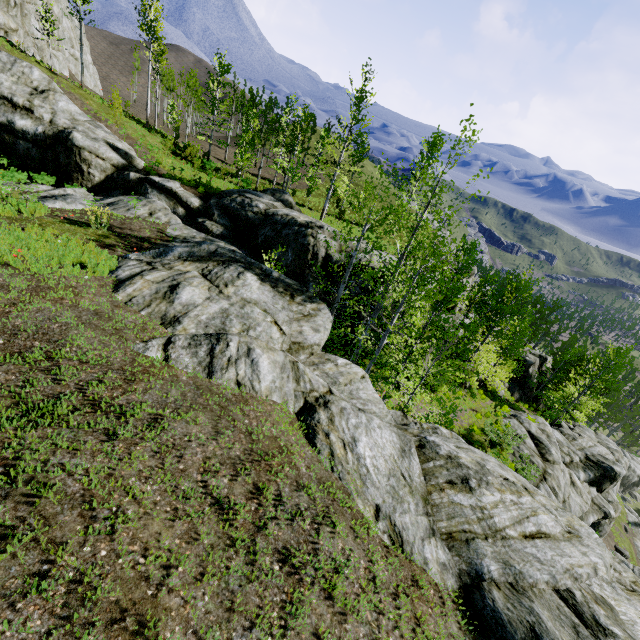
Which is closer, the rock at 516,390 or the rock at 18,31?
the rock at 18,31

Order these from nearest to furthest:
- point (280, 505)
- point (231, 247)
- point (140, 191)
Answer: point (280, 505) < point (231, 247) < point (140, 191)

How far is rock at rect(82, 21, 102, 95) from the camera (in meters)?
45.12

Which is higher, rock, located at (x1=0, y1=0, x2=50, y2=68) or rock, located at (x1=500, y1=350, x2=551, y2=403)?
rock, located at (x1=0, y1=0, x2=50, y2=68)

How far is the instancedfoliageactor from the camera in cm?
1186

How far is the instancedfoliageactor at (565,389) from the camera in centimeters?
1186cm

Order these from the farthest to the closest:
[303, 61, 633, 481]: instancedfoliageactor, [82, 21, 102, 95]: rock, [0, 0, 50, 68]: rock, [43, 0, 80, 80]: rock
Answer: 1. [82, 21, 102, 95]: rock
2. [43, 0, 80, 80]: rock
3. [0, 0, 50, 68]: rock
4. [303, 61, 633, 481]: instancedfoliageactor
